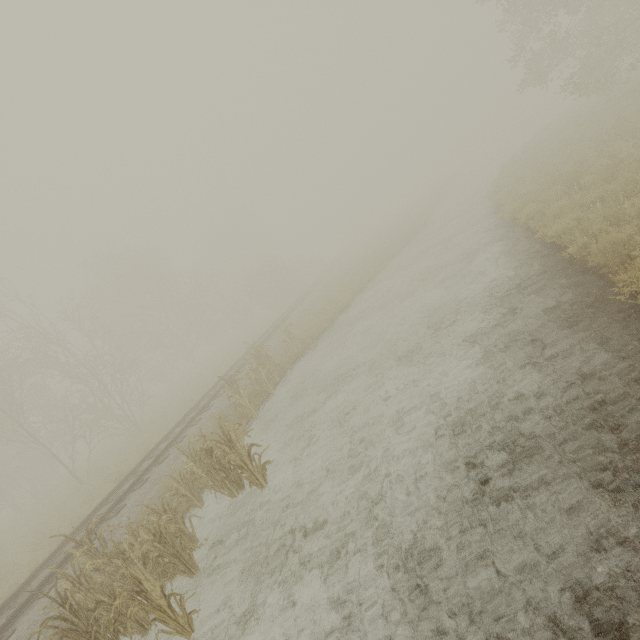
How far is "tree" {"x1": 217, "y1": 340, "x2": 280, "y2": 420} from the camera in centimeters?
1091cm

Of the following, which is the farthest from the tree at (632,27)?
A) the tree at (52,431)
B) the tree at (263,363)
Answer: → the tree at (263,363)

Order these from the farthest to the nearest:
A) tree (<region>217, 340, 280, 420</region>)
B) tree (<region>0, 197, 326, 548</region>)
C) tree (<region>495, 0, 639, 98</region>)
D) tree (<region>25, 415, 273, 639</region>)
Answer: tree (<region>0, 197, 326, 548</region>), tree (<region>495, 0, 639, 98</region>), tree (<region>217, 340, 280, 420</region>), tree (<region>25, 415, 273, 639</region>)

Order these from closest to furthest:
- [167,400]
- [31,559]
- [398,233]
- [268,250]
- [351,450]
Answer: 1. [351,450]
2. [31,559]
3. [167,400]
4. [398,233]
5. [268,250]

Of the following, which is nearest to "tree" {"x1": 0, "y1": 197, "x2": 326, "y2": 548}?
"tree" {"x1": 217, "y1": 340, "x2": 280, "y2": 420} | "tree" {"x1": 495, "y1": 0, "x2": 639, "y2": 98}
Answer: "tree" {"x1": 495, "y1": 0, "x2": 639, "y2": 98}

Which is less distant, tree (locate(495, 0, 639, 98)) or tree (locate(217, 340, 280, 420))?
tree (locate(217, 340, 280, 420))

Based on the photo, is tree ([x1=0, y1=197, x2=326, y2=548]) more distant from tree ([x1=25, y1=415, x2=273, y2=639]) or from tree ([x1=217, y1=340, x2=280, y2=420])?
tree ([x1=217, y1=340, x2=280, y2=420])

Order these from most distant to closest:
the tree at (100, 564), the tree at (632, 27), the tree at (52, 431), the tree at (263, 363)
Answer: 1. the tree at (52, 431)
2. the tree at (632, 27)
3. the tree at (263, 363)
4. the tree at (100, 564)
